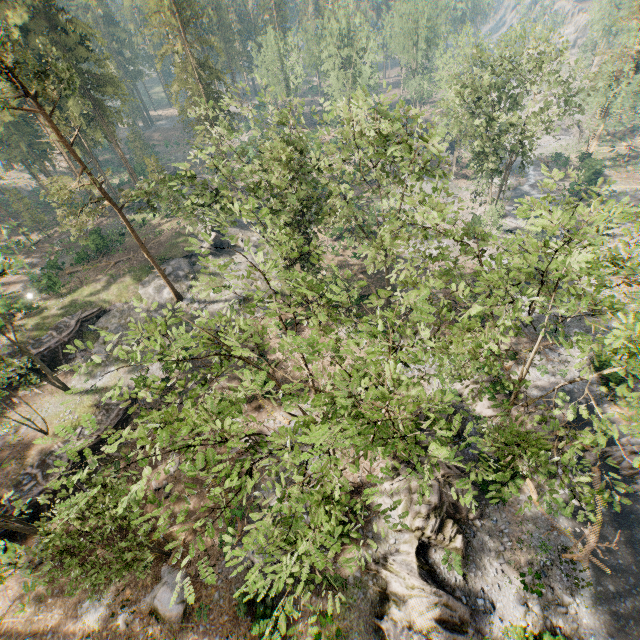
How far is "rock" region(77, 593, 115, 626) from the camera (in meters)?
19.16

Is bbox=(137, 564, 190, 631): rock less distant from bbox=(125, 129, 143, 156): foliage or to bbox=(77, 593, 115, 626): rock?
bbox=(77, 593, 115, 626): rock

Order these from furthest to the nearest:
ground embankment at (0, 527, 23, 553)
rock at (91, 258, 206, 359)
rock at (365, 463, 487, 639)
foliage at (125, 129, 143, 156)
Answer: foliage at (125, 129, 143, 156) < rock at (91, 258, 206, 359) < ground embankment at (0, 527, 23, 553) < rock at (365, 463, 487, 639)

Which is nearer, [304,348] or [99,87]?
[304,348]

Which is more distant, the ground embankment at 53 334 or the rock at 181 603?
the ground embankment at 53 334

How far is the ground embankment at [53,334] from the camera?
30.8m

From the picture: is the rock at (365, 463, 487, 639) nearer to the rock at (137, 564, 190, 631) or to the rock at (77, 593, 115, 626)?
the rock at (137, 564, 190, 631)

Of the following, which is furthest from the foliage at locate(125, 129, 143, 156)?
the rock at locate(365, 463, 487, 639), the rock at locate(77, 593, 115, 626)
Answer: the rock at locate(77, 593, 115, 626)
